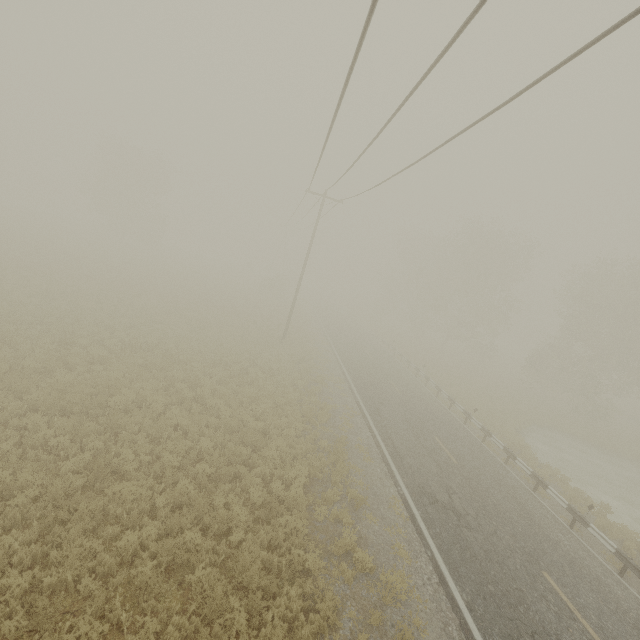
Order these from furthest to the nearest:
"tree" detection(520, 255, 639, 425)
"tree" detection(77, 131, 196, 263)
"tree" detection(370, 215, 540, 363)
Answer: "tree" detection(77, 131, 196, 263), "tree" detection(370, 215, 540, 363), "tree" detection(520, 255, 639, 425)

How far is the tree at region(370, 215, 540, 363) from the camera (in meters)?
38.75

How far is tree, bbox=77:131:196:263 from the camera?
43.0 meters

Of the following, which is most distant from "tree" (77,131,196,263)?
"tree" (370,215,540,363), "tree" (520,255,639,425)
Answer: "tree" (520,255,639,425)

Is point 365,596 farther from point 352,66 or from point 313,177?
point 313,177

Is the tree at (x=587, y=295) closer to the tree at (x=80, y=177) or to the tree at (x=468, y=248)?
the tree at (x=468, y=248)
